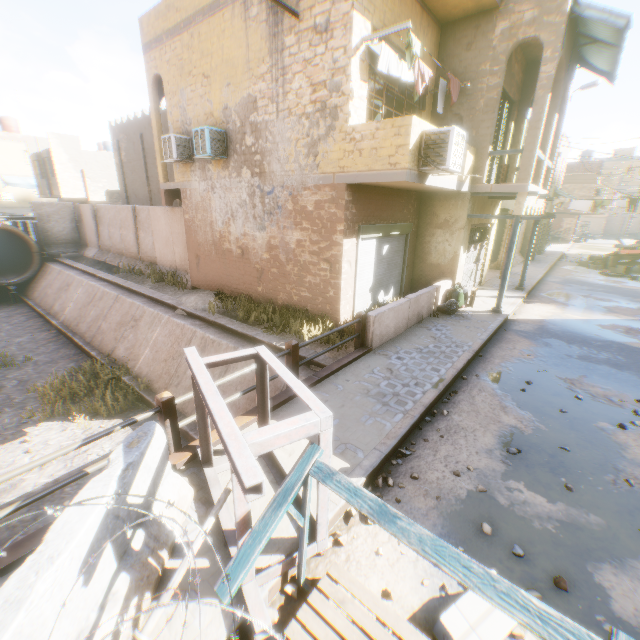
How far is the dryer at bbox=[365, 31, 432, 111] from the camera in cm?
705

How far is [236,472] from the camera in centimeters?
228cm

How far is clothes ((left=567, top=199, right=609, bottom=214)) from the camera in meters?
20.5 m

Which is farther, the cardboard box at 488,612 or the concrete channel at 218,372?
the concrete channel at 218,372

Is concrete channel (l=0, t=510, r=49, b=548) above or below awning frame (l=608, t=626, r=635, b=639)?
below

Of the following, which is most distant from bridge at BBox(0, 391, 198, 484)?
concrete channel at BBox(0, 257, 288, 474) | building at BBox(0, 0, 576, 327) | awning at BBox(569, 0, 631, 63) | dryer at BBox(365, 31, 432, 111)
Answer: dryer at BBox(365, 31, 432, 111)

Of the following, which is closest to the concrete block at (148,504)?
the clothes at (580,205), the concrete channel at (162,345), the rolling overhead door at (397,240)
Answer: the concrete channel at (162,345)

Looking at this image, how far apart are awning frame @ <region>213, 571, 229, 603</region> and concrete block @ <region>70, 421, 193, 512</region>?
0.14m
